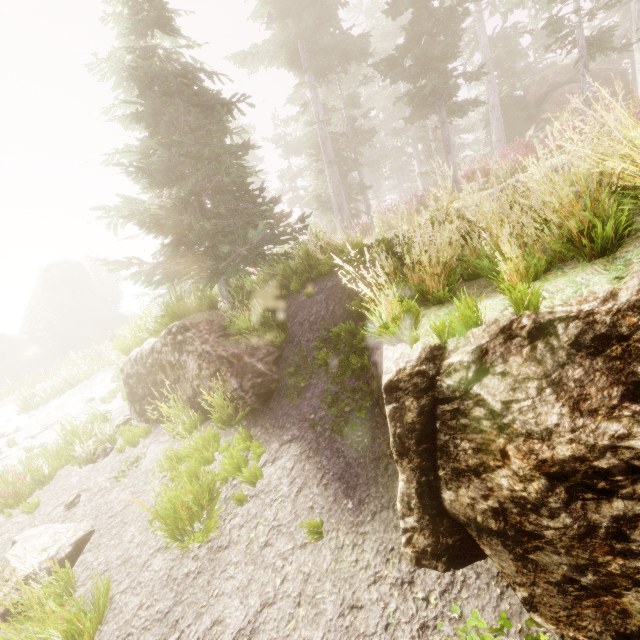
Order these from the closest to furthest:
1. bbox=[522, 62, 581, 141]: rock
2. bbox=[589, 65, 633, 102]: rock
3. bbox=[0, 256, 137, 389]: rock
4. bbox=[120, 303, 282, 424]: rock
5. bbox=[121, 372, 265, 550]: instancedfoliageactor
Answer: bbox=[121, 372, 265, 550]: instancedfoliageactor → bbox=[120, 303, 282, 424]: rock → bbox=[522, 62, 581, 141]: rock → bbox=[589, 65, 633, 102]: rock → bbox=[0, 256, 137, 389]: rock

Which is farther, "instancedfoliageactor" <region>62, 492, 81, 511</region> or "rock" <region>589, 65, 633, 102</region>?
"rock" <region>589, 65, 633, 102</region>

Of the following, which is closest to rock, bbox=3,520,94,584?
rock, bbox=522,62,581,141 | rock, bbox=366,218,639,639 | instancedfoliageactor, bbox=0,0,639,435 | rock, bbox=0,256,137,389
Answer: instancedfoliageactor, bbox=0,0,639,435

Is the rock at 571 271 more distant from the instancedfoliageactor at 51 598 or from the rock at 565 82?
the rock at 565 82

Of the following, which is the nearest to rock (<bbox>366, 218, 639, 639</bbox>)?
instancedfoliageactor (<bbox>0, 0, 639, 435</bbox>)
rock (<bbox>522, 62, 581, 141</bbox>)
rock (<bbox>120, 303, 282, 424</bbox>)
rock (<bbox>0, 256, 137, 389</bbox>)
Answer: instancedfoliageactor (<bbox>0, 0, 639, 435</bbox>)

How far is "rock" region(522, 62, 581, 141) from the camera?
19.7m

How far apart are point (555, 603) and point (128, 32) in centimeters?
1170cm

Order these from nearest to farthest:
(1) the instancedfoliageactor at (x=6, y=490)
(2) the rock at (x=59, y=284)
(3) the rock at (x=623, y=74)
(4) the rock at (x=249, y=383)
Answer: (4) the rock at (x=249, y=383) < (1) the instancedfoliageactor at (x=6, y=490) < (3) the rock at (x=623, y=74) < (2) the rock at (x=59, y=284)
